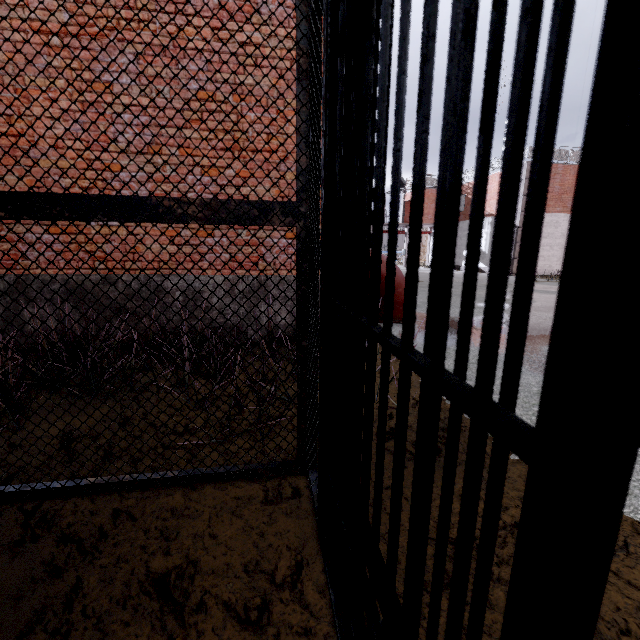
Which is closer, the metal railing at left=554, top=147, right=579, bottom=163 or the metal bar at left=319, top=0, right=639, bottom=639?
the metal bar at left=319, top=0, right=639, bottom=639

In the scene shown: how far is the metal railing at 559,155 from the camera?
20.6 meters

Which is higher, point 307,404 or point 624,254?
point 624,254

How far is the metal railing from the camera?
20.6m

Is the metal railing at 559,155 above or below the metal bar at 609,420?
above

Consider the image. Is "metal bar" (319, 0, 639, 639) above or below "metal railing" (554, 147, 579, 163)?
below
